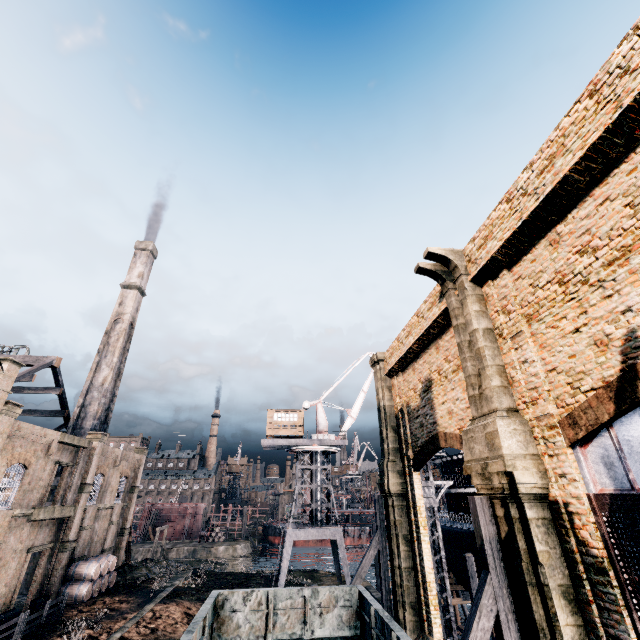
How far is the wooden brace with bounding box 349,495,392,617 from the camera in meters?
18.7

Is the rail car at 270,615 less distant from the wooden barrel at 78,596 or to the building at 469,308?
the building at 469,308

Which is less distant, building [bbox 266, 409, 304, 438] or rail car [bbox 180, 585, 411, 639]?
rail car [bbox 180, 585, 411, 639]

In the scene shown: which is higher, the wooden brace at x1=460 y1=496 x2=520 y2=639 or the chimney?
the chimney

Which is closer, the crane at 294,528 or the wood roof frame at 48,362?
the crane at 294,528

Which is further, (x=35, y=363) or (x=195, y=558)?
(x=195, y=558)

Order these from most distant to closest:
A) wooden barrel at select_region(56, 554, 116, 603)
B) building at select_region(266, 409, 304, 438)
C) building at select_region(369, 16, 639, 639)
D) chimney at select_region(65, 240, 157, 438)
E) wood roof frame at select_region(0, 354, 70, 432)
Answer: building at select_region(266, 409, 304, 438) → chimney at select_region(65, 240, 157, 438) → wood roof frame at select_region(0, 354, 70, 432) → wooden barrel at select_region(56, 554, 116, 603) → building at select_region(369, 16, 639, 639)

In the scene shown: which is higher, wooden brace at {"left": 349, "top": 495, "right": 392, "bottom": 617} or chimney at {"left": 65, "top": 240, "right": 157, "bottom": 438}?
chimney at {"left": 65, "top": 240, "right": 157, "bottom": 438}
